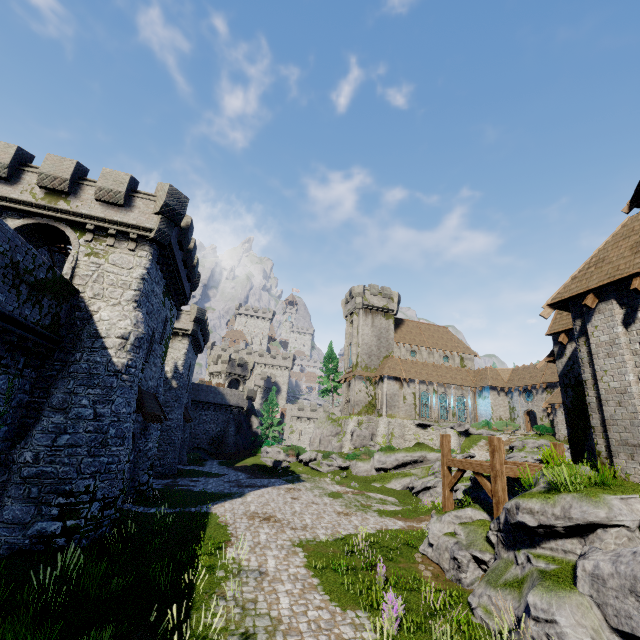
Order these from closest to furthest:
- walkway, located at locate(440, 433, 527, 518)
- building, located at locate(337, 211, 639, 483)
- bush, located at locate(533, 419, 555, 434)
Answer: building, located at locate(337, 211, 639, 483)
walkway, located at locate(440, 433, 527, 518)
bush, located at locate(533, 419, 555, 434)

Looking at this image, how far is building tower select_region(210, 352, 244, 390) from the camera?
57.5 meters

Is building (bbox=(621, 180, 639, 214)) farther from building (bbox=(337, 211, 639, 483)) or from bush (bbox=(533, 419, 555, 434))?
bush (bbox=(533, 419, 555, 434))

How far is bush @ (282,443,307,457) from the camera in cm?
3924

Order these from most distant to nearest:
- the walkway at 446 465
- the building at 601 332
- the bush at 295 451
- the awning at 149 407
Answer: the bush at 295 451 < the awning at 149 407 < the walkway at 446 465 < the building at 601 332

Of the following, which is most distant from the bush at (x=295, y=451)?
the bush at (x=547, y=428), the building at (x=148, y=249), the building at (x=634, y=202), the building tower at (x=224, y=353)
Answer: the building at (x=634, y=202)

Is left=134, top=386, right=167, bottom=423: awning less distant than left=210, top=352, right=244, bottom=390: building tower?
Yes

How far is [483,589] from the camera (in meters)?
9.59
